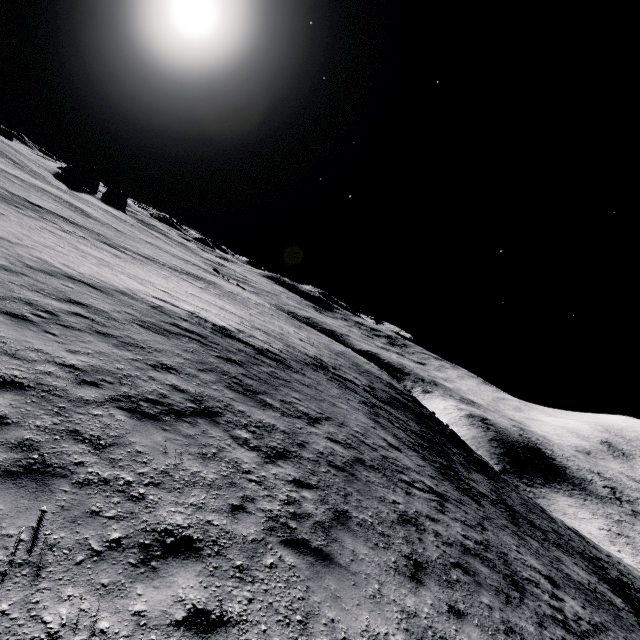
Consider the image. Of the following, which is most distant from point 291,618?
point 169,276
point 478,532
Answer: point 169,276
